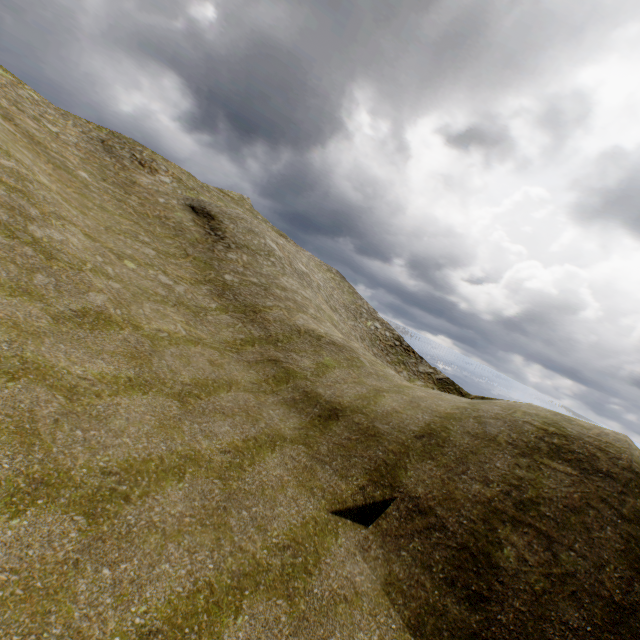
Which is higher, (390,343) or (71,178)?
(71,178)
